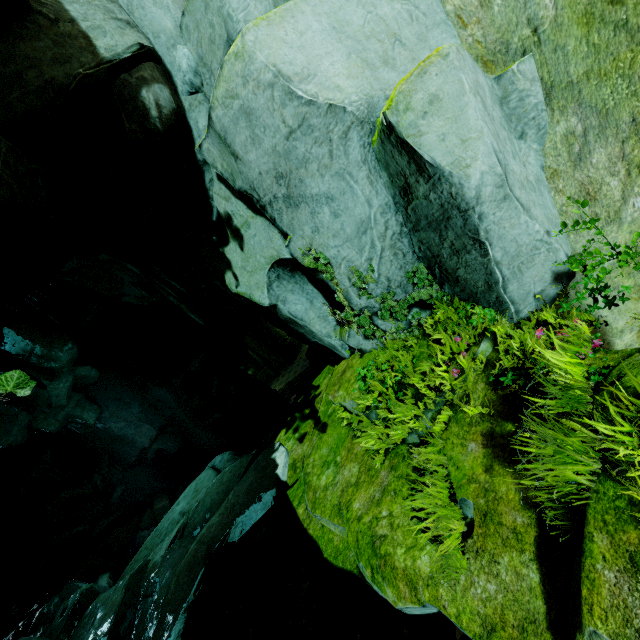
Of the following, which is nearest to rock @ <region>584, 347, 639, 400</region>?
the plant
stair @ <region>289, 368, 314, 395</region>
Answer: the plant

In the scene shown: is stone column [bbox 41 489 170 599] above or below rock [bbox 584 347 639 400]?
below

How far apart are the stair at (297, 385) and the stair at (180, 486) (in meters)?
10.71

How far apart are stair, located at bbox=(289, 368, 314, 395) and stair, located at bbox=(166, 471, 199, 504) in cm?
1071

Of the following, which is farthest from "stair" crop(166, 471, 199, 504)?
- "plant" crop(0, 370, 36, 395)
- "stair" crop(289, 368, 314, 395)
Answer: "plant" crop(0, 370, 36, 395)

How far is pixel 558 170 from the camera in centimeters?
366cm

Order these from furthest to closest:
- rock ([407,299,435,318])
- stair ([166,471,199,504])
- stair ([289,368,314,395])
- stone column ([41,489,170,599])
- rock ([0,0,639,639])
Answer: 1. stair ([289,368,314,395])
2. stair ([166,471,199,504])
3. stone column ([41,489,170,599])
4. rock ([407,299,435,318])
5. rock ([0,0,639,639])

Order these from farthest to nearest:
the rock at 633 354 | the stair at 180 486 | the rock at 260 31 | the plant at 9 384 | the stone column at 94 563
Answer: the stair at 180 486
the stone column at 94 563
the rock at 260 31
the rock at 633 354
the plant at 9 384
